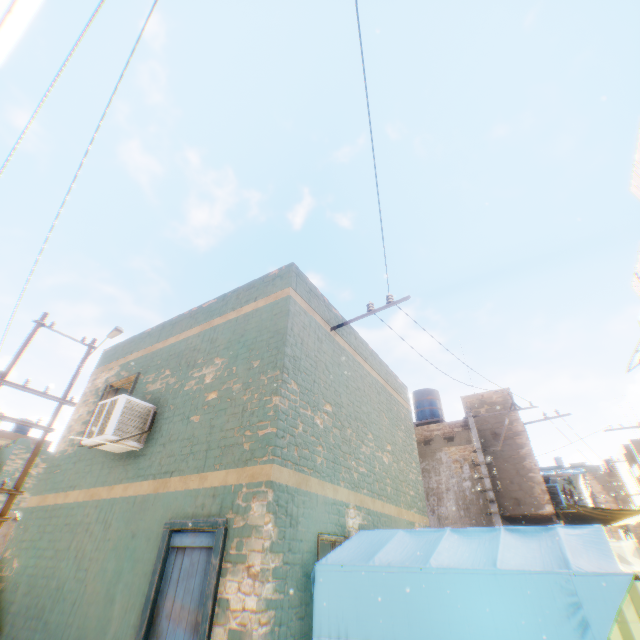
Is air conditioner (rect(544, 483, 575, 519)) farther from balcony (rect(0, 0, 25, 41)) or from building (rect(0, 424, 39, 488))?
balcony (rect(0, 0, 25, 41))

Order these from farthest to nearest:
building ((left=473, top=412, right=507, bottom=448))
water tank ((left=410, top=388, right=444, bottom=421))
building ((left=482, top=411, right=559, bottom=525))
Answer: water tank ((left=410, top=388, right=444, bottom=421)) < building ((left=473, top=412, right=507, bottom=448)) < building ((left=482, top=411, right=559, bottom=525))

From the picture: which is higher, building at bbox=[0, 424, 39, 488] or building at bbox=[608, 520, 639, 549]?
building at bbox=[0, 424, 39, 488]

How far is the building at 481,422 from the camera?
13.8 meters

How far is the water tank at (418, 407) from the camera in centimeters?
1731cm

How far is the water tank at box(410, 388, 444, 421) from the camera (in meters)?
17.31

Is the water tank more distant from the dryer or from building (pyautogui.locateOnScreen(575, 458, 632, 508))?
the dryer

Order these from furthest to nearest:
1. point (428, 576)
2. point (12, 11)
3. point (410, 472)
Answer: point (410, 472) → point (428, 576) → point (12, 11)
